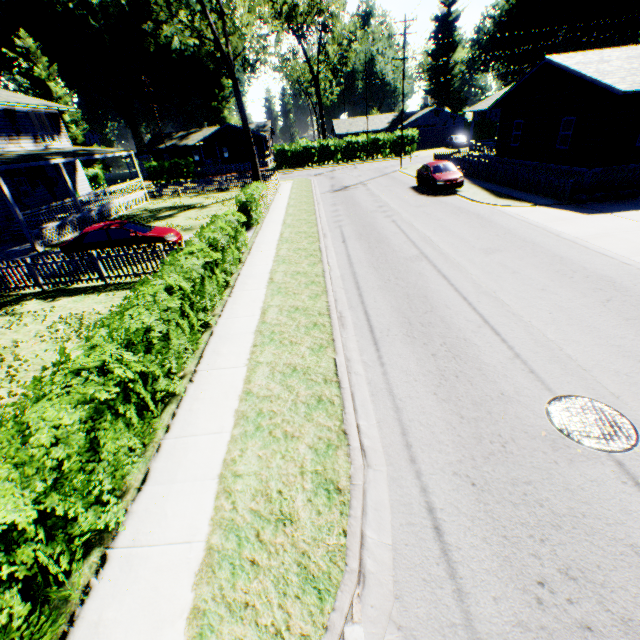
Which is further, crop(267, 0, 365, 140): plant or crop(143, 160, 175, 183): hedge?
crop(143, 160, 175, 183): hedge

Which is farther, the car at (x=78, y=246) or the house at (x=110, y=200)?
the house at (x=110, y=200)

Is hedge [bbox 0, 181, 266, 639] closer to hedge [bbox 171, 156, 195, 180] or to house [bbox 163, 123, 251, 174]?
hedge [bbox 171, 156, 195, 180]

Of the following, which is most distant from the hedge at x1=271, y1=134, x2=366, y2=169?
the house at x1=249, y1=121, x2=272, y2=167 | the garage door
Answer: the garage door

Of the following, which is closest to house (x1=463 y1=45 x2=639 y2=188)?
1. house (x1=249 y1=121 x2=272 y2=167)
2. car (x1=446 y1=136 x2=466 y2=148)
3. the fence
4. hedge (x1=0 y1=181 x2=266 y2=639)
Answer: A: the fence

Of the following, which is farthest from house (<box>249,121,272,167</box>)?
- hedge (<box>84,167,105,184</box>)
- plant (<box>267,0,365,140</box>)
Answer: hedge (<box>84,167,105,184</box>)

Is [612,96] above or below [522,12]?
below

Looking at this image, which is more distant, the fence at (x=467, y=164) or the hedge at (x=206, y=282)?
the fence at (x=467, y=164)
